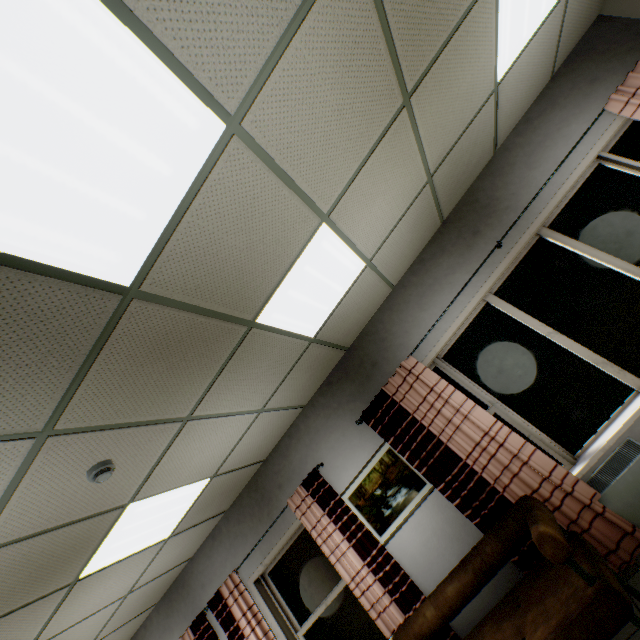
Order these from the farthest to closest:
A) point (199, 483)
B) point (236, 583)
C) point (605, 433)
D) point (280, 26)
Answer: point (236, 583), point (199, 483), point (605, 433), point (280, 26)

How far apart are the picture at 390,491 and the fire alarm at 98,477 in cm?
263

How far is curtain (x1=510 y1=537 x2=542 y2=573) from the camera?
2.92m

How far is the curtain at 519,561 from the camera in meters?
2.9 m

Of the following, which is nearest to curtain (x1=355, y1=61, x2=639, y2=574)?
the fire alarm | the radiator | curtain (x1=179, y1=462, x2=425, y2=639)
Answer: the radiator

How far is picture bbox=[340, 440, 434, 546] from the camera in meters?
3.6

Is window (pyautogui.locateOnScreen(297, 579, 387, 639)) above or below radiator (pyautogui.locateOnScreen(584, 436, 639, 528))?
above

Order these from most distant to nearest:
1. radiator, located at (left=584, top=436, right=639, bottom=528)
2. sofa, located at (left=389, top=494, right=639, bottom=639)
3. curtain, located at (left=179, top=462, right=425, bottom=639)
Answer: curtain, located at (left=179, top=462, right=425, bottom=639) → radiator, located at (left=584, top=436, right=639, bottom=528) → sofa, located at (left=389, top=494, right=639, bottom=639)
